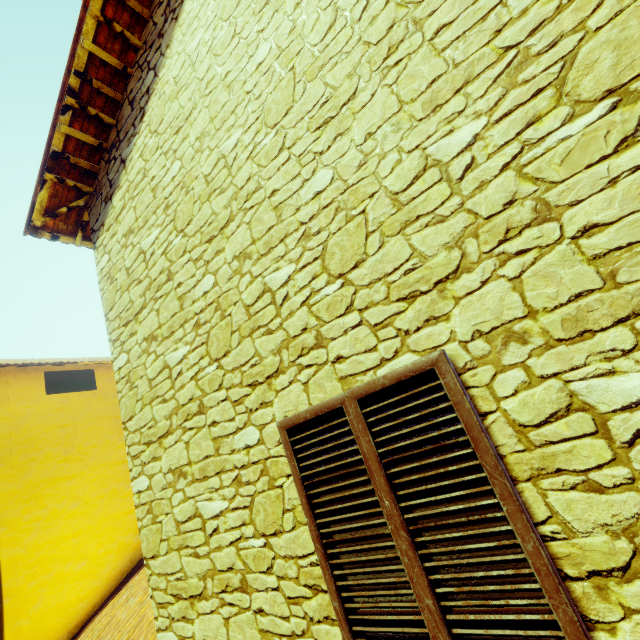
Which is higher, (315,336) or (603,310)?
(315,336)
